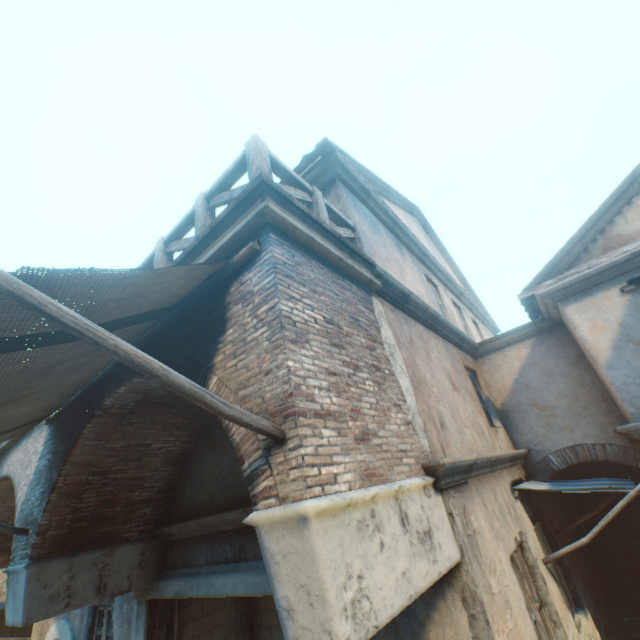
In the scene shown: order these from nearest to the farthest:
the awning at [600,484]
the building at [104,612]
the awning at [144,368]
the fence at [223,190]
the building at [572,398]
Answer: the awning at [144,368] → the building at [572,398] → the fence at [223,190] → the awning at [600,484] → the building at [104,612]

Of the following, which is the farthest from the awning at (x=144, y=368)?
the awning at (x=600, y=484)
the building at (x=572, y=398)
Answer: the awning at (x=600, y=484)

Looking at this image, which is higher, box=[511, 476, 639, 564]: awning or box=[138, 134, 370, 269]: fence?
box=[138, 134, 370, 269]: fence

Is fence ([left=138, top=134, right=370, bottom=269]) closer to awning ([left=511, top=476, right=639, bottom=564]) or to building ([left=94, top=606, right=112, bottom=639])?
building ([left=94, top=606, right=112, bottom=639])

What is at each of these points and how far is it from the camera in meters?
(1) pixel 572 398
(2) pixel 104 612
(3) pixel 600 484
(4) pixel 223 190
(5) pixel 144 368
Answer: (1) building, 6.7
(2) building, 6.8
(3) awning, 5.6
(4) fence, 3.9
(5) awning, 1.7

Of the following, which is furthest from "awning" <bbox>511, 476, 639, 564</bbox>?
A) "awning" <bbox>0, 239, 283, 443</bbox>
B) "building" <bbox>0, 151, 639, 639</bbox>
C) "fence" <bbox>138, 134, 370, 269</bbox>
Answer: "awning" <bbox>0, 239, 283, 443</bbox>

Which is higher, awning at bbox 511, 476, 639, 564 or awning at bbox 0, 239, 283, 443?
awning at bbox 0, 239, 283, 443

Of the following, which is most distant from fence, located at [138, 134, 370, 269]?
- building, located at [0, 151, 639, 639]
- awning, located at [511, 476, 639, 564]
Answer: awning, located at [511, 476, 639, 564]
